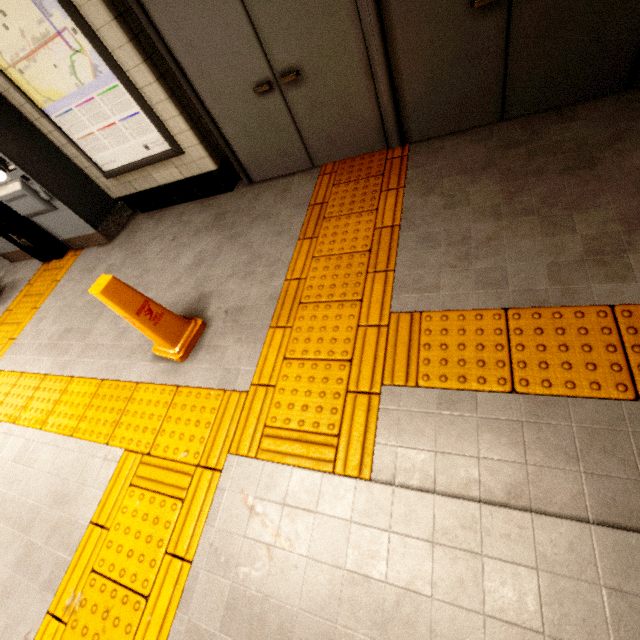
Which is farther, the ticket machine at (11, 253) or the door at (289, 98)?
the ticket machine at (11, 253)

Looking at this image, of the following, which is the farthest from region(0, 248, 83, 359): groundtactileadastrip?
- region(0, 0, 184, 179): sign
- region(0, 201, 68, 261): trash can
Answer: region(0, 0, 184, 179): sign

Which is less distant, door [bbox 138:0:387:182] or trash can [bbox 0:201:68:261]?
door [bbox 138:0:387:182]

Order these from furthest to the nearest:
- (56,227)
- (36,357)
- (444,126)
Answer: (56,227) → (36,357) → (444,126)

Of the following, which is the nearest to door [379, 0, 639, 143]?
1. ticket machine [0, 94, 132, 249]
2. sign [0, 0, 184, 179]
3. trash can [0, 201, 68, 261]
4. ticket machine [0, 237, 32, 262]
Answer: sign [0, 0, 184, 179]

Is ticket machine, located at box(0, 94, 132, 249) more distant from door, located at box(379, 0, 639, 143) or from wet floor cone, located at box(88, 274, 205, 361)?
door, located at box(379, 0, 639, 143)

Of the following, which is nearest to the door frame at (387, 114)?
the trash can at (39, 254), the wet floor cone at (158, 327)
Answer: the wet floor cone at (158, 327)

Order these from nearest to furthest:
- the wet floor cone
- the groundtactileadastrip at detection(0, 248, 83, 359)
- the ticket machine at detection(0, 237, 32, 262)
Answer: the wet floor cone → the groundtactileadastrip at detection(0, 248, 83, 359) → the ticket machine at detection(0, 237, 32, 262)
